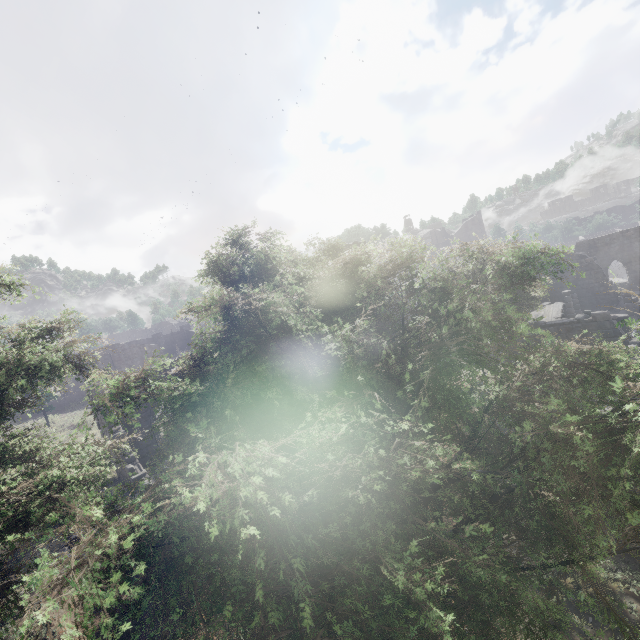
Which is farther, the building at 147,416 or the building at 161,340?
the building at 161,340

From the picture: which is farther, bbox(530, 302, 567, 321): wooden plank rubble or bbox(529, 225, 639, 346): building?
bbox(530, 302, 567, 321): wooden plank rubble

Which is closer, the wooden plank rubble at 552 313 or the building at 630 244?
Answer: the building at 630 244

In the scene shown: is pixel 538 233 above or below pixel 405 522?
above

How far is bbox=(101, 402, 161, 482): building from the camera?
13.1m

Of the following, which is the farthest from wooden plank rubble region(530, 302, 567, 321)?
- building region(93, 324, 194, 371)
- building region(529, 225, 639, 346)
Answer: building region(93, 324, 194, 371)
